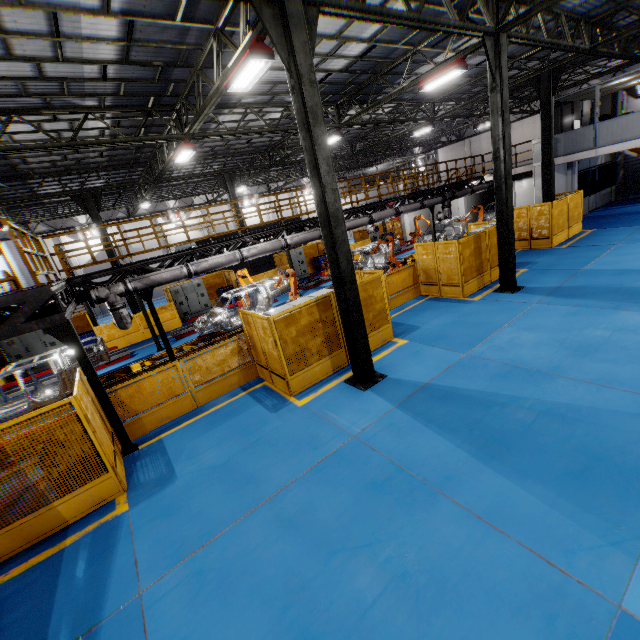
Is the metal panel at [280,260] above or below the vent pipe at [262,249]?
below

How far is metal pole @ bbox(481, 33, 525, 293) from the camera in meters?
9.7

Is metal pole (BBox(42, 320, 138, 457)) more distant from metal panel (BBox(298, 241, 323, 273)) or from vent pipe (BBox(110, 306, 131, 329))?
vent pipe (BBox(110, 306, 131, 329))

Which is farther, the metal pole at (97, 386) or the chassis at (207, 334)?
the chassis at (207, 334)

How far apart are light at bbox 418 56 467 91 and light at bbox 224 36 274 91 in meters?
7.0

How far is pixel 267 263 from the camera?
28.62m

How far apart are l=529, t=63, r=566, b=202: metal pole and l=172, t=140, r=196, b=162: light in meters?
15.8 m

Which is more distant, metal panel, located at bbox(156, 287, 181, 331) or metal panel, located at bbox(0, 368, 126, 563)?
metal panel, located at bbox(156, 287, 181, 331)
